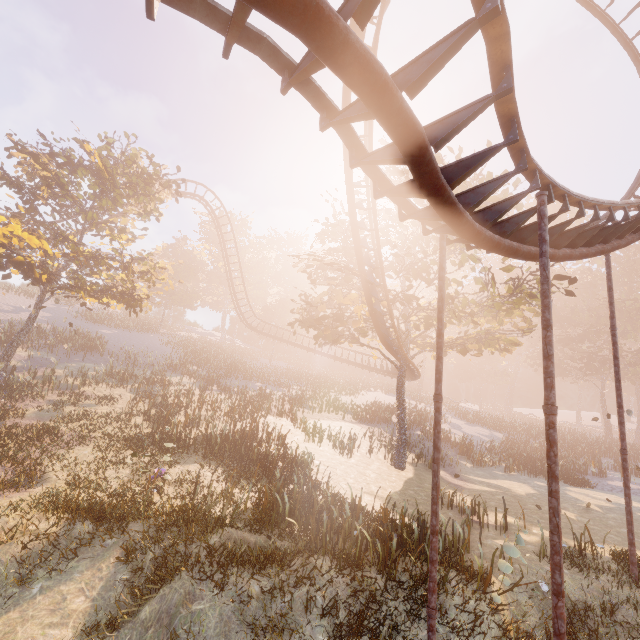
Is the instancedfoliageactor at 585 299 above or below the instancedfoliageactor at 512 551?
above

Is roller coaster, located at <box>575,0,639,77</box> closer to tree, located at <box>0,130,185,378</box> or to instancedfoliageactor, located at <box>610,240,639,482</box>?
tree, located at <box>0,130,185,378</box>

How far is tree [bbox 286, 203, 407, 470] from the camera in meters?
17.9 m

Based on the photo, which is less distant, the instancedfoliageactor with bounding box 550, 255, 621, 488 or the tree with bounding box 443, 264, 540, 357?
Answer: the tree with bounding box 443, 264, 540, 357

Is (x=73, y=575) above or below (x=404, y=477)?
below

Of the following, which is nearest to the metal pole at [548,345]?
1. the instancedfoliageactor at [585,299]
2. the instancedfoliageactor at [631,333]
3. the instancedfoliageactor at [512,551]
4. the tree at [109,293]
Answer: the instancedfoliageactor at [512,551]

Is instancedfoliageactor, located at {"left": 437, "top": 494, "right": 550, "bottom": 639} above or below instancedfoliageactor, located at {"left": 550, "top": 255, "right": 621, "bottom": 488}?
below

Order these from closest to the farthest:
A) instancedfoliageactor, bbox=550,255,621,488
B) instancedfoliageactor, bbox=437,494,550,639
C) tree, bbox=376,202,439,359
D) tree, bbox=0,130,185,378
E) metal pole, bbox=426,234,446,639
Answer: metal pole, bbox=426,234,446,639
instancedfoliageactor, bbox=437,494,550,639
tree, bbox=376,202,439,359
tree, bbox=0,130,185,378
instancedfoliageactor, bbox=550,255,621,488
